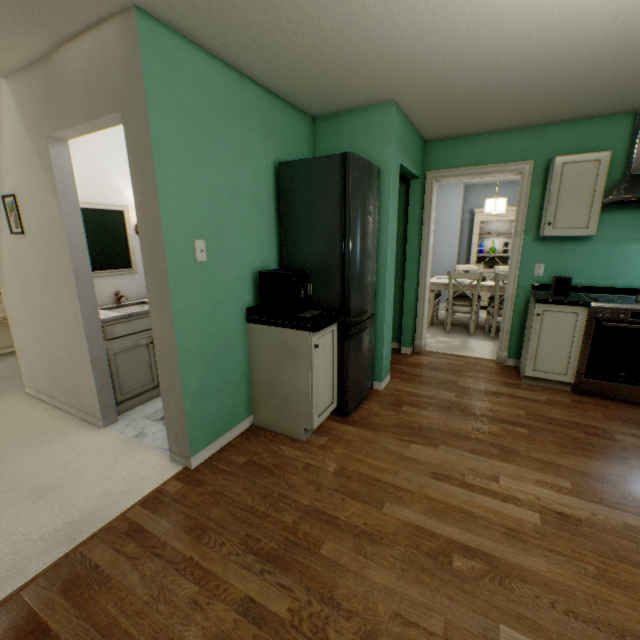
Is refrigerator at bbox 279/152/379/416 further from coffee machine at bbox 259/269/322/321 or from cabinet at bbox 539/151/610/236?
cabinet at bbox 539/151/610/236

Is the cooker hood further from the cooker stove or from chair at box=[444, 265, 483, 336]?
chair at box=[444, 265, 483, 336]

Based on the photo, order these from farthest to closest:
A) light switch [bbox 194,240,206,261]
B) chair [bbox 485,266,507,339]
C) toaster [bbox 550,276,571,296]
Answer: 1. chair [bbox 485,266,507,339]
2. toaster [bbox 550,276,571,296]
3. light switch [bbox 194,240,206,261]

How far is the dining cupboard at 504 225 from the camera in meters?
6.1 m

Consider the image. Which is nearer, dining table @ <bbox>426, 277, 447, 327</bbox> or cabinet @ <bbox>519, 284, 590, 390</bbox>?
cabinet @ <bbox>519, 284, 590, 390</bbox>

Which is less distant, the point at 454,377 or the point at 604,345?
the point at 604,345

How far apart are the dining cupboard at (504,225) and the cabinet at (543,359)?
3.2m

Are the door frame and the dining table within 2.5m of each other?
yes
